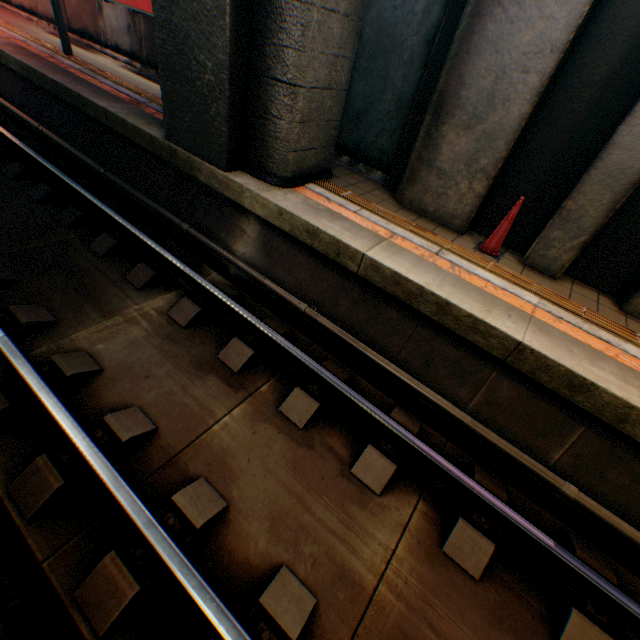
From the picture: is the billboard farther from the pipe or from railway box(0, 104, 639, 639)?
the pipe

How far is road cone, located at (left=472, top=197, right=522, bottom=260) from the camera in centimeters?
441cm

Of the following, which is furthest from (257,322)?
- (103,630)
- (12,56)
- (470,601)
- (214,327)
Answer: (12,56)

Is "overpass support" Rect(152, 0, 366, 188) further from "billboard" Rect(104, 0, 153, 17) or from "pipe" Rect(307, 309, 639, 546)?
"billboard" Rect(104, 0, 153, 17)

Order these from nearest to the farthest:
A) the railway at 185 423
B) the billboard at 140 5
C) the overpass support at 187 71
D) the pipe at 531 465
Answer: the railway at 185 423 → the pipe at 531 465 → the overpass support at 187 71 → the billboard at 140 5

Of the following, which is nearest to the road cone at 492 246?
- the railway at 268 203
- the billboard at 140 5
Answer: the railway at 268 203

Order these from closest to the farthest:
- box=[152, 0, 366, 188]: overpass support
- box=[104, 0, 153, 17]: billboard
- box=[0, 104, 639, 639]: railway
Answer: box=[0, 104, 639, 639]: railway < box=[152, 0, 366, 188]: overpass support < box=[104, 0, 153, 17]: billboard

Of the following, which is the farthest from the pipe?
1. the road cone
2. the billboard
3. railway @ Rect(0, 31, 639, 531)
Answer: the billboard
